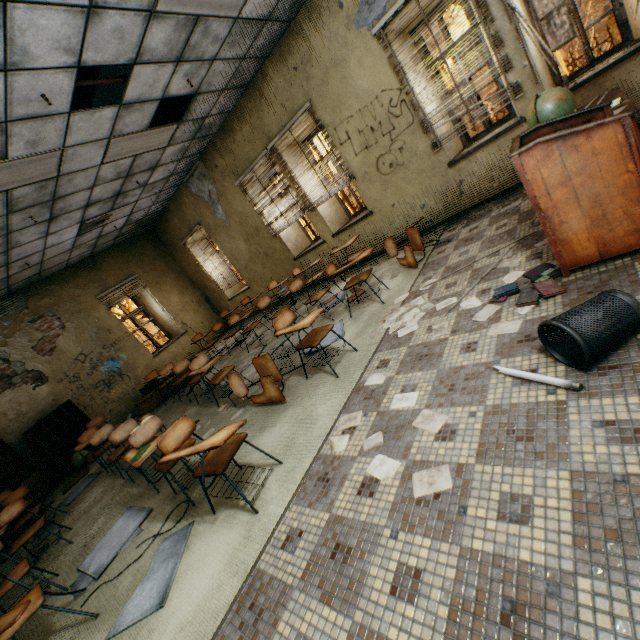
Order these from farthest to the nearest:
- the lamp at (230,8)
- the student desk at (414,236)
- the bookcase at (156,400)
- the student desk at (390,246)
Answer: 1. the bookcase at (156,400)
2. the student desk at (390,246)
3. the student desk at (414,236)
4. the lamp at (230,8)

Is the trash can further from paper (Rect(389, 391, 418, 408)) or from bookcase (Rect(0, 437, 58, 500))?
bookcase (Rect(0, 437, 58, 500))

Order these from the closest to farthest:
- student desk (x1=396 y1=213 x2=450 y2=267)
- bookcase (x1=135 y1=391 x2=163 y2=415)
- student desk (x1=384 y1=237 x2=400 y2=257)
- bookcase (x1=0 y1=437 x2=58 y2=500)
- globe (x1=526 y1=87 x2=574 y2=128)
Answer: globe (x1=526 y1=87 x2=574 y2=128) → student desk (x1=396 y1=213 x2=450 y2=267) → student desk (x1=384 y1=237 x2=400 y2=257) → bookcase (x1=0 y1=437 x2=58 y2=500) → bookcase (x1=135 y1=391 x2=163 y2=415)

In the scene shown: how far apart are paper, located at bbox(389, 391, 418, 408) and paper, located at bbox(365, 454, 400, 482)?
0.3 meters

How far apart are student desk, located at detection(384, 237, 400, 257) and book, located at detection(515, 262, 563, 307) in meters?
1.8 m

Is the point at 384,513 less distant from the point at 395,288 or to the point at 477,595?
the point at 477,595

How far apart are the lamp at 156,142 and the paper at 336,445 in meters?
→ 5.2 m

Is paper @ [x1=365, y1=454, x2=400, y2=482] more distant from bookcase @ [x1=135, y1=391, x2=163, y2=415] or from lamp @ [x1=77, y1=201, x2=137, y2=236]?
lamp @ [x1=77, y1=201, x2=137, y2=236]
